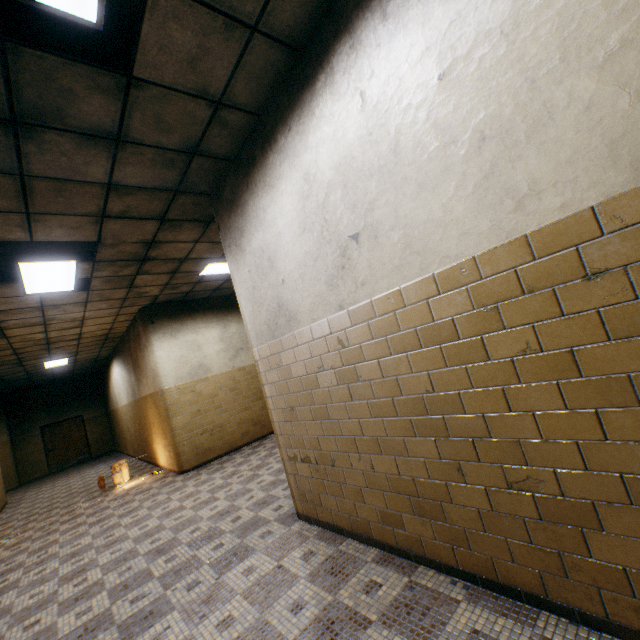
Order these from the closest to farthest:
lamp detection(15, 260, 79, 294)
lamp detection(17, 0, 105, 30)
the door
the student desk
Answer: lamp detection(17, 0, 105, 30)
lamp detection(15, 260, 79, 294)
the student desk
the door

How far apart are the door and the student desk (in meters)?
9.87

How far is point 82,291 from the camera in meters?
5.7 m

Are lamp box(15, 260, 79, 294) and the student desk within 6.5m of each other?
yes

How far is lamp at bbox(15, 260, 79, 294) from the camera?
4.4 meters

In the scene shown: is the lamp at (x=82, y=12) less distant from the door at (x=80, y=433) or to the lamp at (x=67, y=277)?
the lamp at (x=67, y=277)

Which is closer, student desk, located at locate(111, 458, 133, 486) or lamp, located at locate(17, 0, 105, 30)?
lamp, located at locate(17, 0, 105, 30)

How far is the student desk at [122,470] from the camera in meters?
7.7 m
